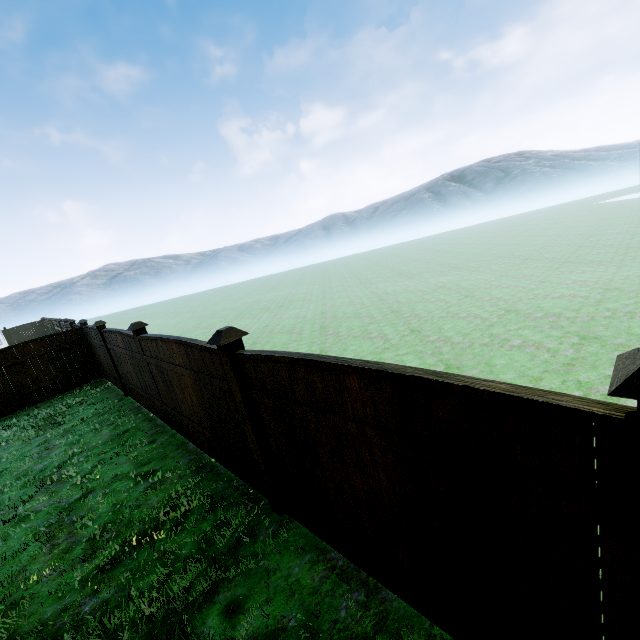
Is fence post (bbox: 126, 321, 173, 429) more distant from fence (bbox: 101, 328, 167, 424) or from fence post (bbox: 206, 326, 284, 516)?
fence post (bbox: 206, 326, 284, 516)

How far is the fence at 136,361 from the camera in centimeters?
Result: 652cm

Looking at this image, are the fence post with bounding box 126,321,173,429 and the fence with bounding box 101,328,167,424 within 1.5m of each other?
yes

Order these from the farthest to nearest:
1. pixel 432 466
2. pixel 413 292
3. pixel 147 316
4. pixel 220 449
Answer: pixel 147 316
pixel 413 292
pixel 220 449
pixel 432 466

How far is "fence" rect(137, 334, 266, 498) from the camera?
3.8 meters

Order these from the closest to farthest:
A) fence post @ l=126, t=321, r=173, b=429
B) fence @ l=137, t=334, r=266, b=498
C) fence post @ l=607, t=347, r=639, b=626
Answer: fence post @ l=607, t=347, r=639, b=626 < fence @ l=137, t=334, r=266, b=498 < fence post @ l=126, t=321, r=173, b=429

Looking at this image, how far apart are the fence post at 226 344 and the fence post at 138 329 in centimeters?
338cm

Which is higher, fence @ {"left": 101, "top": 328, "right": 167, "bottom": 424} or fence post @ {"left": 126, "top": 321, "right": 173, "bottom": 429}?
fence post @ {"left": 126, "top": 321, "right": 173, "bottom": 429}
